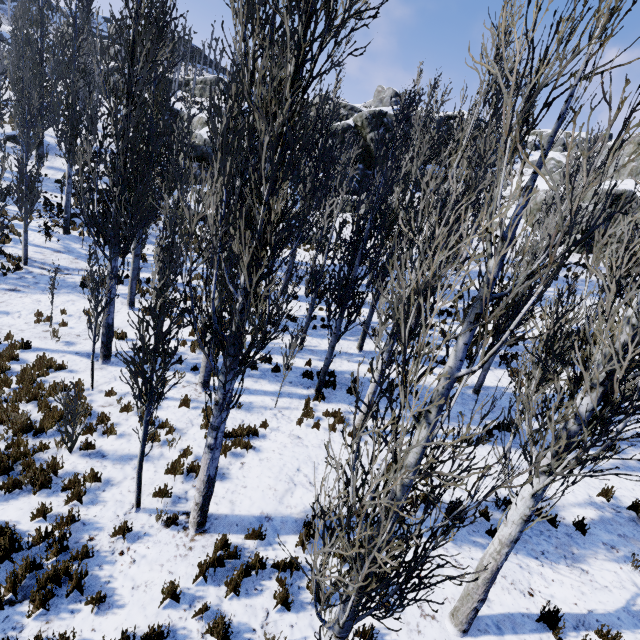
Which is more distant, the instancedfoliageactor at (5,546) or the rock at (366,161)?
the rock at (366,161)

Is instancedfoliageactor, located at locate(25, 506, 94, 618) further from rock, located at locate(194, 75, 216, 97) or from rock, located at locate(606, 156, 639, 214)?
rock, located at locate(194, 75, 216, 97)

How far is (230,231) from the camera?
7.22m

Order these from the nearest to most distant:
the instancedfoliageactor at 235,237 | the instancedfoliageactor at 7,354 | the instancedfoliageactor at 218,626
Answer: the instancedfoliageactor at 235,237
the instancedfoliageactor at 218,626
the instancedfoliageactor at 7,354

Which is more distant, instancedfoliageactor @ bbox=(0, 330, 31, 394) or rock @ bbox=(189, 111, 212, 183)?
rock @ bbox=(189, 111, 212, 183)

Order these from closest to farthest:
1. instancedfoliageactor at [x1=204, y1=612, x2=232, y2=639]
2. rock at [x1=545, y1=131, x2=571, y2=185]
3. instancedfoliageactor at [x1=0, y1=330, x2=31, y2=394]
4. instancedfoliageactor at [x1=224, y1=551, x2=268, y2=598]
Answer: instancedfoliageactor at [x1=204, y1=612, x2=232, y2=639] < instancedfoliageactor at [x1=224, y1=551, x2=268, y2=598] < instancedfoliageactor at [x1=0, y1=330, x2=31, y2=394] < rock at [x1=545, y1=131, x2=571, y2=185]

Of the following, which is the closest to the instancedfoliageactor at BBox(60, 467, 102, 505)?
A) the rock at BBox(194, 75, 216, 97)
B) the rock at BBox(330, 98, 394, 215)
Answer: the rock at BBox(330, 98, 394, 215)
